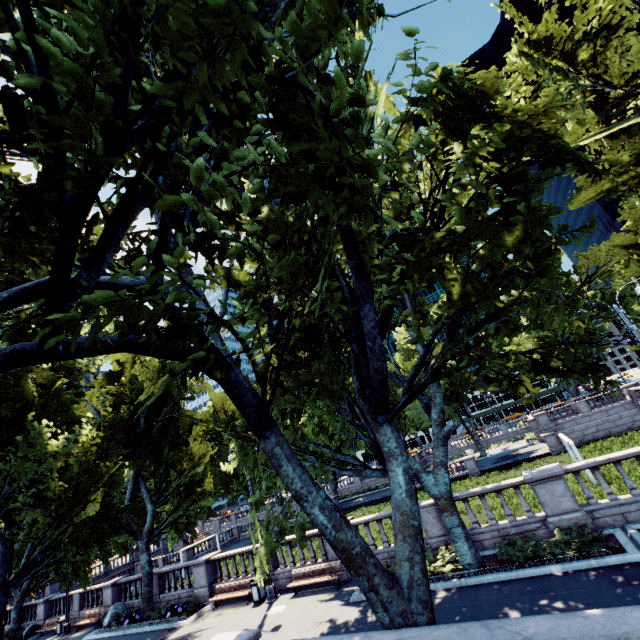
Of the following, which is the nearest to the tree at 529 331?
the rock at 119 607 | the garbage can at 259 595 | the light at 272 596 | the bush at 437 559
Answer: the bush at 437 559

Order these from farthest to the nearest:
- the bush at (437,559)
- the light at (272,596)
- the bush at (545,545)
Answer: the light at (272,596), the bush at (437,559), the bush at (545,545)

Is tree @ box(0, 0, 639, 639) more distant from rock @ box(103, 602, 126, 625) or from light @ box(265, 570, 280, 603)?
rock @ box(103, 602, 126, 625)

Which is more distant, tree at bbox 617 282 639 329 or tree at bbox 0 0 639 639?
tree at bbox 617 282 639 329

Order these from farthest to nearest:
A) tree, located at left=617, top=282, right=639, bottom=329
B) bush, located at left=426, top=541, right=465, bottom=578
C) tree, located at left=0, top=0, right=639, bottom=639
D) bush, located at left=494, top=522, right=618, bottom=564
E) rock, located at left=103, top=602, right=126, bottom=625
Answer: tree, located at left=617, top=282, right=639, bottom=329 → rock, located at left=103, top=602, right=126, bottom=625 → bush, located at left=426, top=541, right=465, bottom=578 → bush, located at left=494, top=522, right=618, bottom=564 → tree, located at left=0, top=0, right=639, bottom=639

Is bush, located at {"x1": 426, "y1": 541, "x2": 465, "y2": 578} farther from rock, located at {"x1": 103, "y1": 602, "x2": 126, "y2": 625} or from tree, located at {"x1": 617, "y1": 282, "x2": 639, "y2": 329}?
rock, located at {"x1": 103, "y1": 602, "x2": 126, "y2": 625}

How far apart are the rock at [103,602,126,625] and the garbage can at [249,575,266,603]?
11.22m

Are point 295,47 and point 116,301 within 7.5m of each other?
yes
